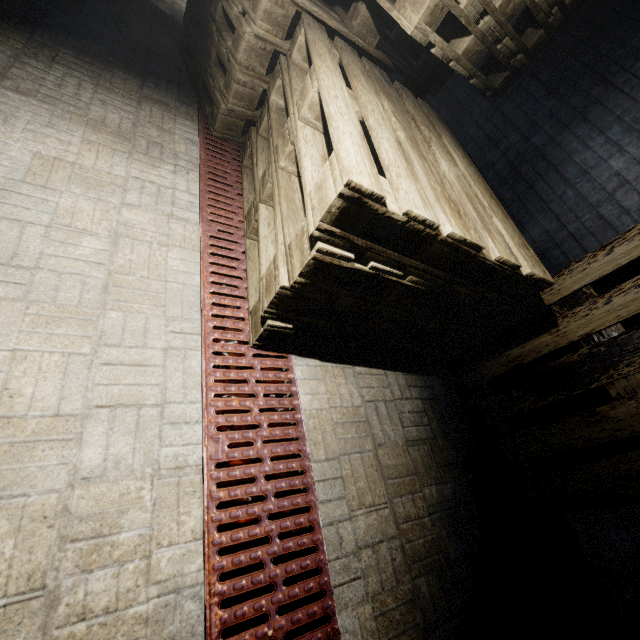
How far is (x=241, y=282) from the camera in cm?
153
